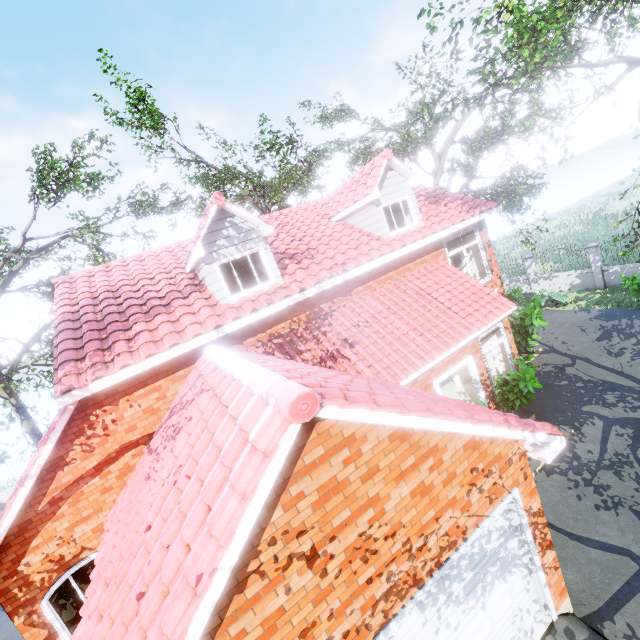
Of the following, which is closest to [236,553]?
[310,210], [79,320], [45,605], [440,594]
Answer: [440,594]

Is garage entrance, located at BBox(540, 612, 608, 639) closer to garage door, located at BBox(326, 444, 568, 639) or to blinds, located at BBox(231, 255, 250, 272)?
garage door, located at BBox(326, 444, 568, 639)

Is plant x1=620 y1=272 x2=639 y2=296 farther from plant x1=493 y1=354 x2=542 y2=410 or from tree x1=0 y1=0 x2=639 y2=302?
plant x1=493 y1=354 x2=542 y2=410

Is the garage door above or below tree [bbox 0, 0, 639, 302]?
below

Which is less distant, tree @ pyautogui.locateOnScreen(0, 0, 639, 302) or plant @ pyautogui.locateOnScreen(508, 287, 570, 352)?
tree @ pyautogui.locateOnScreen(0, 0, 639, 302)

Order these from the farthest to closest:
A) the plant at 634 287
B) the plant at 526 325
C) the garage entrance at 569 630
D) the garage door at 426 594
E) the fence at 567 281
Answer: the fence at 567 281 → the plant at 634 287 → the plant at 526 325 → the garage entrance at 569 630 → the garage door at 426 594

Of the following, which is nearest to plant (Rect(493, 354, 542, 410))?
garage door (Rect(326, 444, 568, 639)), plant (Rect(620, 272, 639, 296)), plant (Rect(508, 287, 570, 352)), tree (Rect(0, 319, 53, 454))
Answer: plant (Rect(508, 287, 570, 352))

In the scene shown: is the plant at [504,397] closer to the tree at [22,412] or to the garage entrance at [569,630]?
the garage entrance at [569,630]
